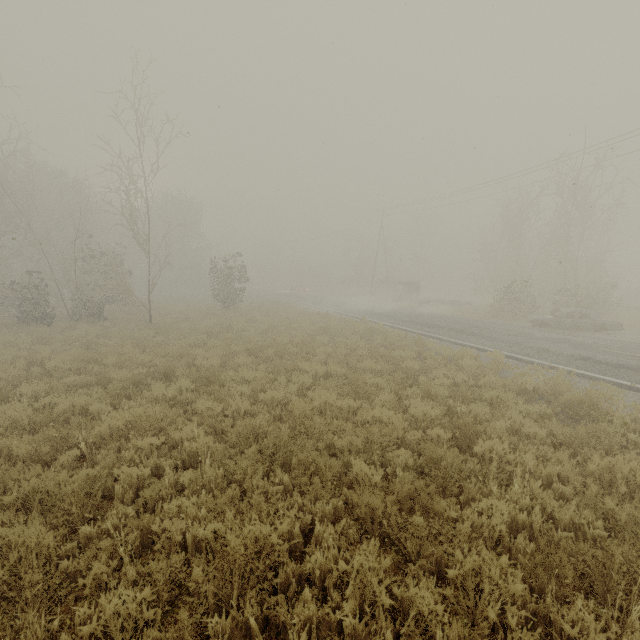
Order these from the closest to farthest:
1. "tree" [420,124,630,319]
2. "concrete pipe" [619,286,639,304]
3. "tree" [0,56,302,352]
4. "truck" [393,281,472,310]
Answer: "tree" [0,56,302,352] < "tree" [420,124,630,319] < "truck" [393,281,472,310] < "concrete pipe" [619,286,639,304]

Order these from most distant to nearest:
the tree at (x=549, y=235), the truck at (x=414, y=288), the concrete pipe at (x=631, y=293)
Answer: the concrete pipe at (x=631, y=293) → the truck at (x=414, y=288) → the tree at (x=549, y=235)

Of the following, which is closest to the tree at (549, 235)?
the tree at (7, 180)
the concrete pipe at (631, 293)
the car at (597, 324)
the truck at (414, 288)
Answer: the car at (597, 324)

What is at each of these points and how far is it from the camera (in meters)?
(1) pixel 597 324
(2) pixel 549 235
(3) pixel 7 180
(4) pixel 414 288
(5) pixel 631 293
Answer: (1) car, 17.94
(2) tree, 34.56
(3) tree, 16.97
(4) truck, 34.34
(5) concrete pipe, 34.38

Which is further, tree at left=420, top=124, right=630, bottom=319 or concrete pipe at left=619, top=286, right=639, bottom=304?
concrete pipe at left=619, top=286, right=639, bottom=304

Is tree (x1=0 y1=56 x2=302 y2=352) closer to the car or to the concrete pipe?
the car

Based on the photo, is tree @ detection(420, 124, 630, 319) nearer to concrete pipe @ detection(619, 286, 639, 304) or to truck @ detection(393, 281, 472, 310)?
truck @ detection(393, 281, 472, 310)

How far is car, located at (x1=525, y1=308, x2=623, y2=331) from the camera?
17.78m
